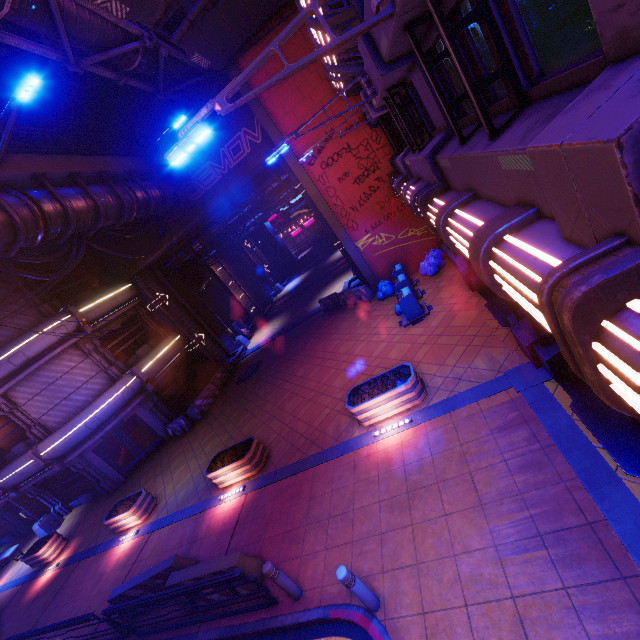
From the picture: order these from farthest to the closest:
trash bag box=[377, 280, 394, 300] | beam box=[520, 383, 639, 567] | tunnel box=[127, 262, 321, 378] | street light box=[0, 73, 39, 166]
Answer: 1. tunnel box=[127, 262, 321, 378]
2. trash bag box=[377, 280, 394, 300]
3. street light box=[0, 73, 39, 166]
4. beam box=[520, 383, 639, 567]

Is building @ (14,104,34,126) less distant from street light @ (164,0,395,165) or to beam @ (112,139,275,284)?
beam @ (112,139,275,284)

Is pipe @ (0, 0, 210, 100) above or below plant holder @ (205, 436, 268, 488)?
above

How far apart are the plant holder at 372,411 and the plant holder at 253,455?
3.8 meters

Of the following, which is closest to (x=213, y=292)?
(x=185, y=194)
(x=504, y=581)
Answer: (x=185, y=194)

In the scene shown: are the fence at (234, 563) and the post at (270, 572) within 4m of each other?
yes

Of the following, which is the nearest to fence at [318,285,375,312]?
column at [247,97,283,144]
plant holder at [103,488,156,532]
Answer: column at [247,97,283,144]

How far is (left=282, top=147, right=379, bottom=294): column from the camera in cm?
1520
